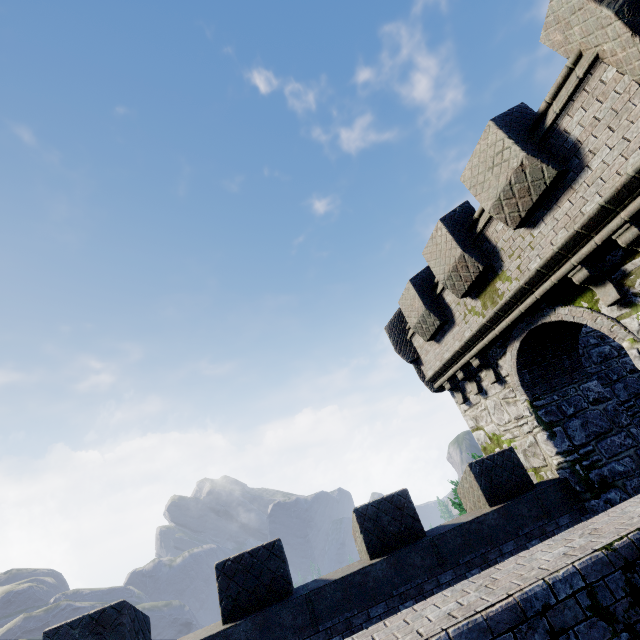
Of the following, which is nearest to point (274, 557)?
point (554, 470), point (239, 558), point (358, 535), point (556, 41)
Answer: point (239, 558)
